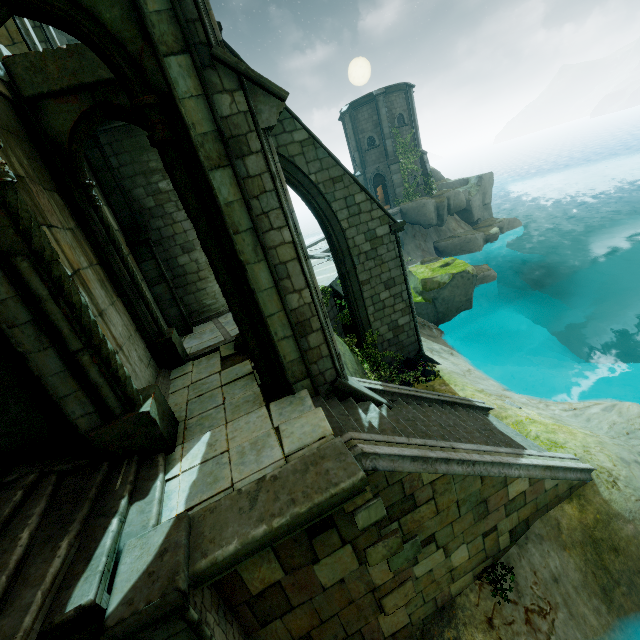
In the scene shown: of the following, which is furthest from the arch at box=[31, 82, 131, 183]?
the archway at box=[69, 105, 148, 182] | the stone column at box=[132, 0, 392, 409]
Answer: the stone column at box=[132, 0, 392, 409]

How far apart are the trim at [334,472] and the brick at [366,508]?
0.08m

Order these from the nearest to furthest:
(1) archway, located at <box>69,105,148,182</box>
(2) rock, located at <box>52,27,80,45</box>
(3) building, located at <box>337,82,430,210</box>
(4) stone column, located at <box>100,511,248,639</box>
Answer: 1. (4) stone column, located at <box>100,511,248,639</box>
2. (1) archway, located at <box>69,105,148,182</box>
3. (2) rock, located at <box>52,27,80,45</box>
4. (3) building, located at <box>337,82,430,210</box>

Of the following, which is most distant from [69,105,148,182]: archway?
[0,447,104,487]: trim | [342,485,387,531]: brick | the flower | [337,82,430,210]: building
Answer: [337,82,430,210]: building

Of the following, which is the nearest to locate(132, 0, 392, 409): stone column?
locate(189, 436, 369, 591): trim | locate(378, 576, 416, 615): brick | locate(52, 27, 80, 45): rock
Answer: locate(189, 436, 369, 591): trim

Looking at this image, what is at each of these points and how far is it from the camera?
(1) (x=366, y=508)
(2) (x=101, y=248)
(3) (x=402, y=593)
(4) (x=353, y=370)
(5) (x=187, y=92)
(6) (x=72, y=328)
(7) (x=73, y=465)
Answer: (1) brick, 4.6 meters
(2) stone column, 7.9 meters
(3) brick, 5.4 meters
(4) rock, 9.9 meters
(5) stone column, 4.5 meters
(6) stone column, 4.8 meters
(7) trim, 5.2 meters

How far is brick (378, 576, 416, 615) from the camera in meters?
5.3 m

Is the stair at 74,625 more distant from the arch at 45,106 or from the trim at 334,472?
the arch at 45,106
